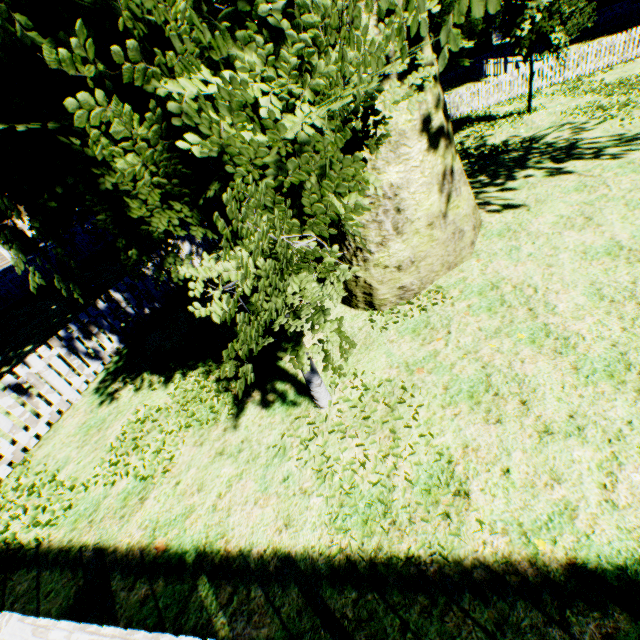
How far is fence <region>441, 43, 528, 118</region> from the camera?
16.9m

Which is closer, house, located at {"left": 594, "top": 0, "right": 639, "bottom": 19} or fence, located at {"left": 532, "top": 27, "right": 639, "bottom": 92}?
fence, located at {"left": 532, "top": 27, "right": 639, "bottom": 92}

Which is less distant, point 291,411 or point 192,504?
point 192,504

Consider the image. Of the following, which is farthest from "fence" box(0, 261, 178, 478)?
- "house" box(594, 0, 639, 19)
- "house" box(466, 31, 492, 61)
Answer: "house" box(594, 0, 639, 19)

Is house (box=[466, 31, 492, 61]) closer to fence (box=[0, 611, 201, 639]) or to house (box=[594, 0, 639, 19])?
fence (box=[0, 611, 201, 639])

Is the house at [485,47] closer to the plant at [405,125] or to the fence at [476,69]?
the fence at [476,69]

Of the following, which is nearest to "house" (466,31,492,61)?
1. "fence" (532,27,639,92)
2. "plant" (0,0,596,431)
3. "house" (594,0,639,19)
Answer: "fence" (532,27,639,92)

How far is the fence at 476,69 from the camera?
16.9m
